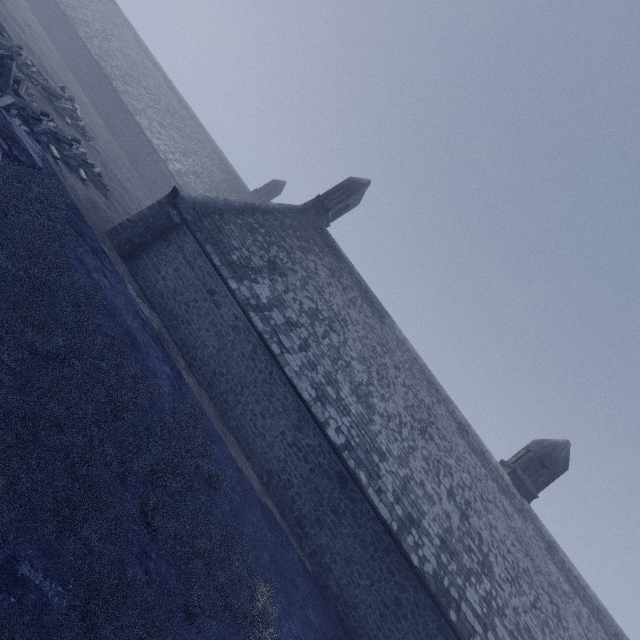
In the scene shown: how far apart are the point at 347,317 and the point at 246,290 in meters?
5.5
